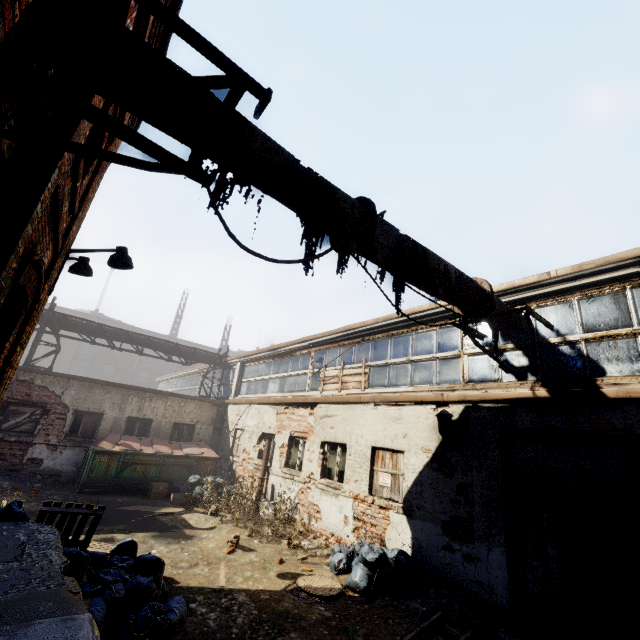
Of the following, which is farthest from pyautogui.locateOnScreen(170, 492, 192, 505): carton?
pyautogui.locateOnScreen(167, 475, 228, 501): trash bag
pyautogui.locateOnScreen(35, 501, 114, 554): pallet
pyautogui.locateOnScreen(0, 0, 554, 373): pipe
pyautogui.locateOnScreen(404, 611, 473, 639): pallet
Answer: pyautogui.locateOnScreen(404, 611, 473, 639): pallet

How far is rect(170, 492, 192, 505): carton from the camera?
10.9 meters

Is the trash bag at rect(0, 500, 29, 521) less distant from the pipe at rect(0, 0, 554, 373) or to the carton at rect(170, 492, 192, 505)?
the pipe at rect(0, 0, 554, 373)

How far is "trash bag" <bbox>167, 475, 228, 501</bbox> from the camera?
11.5 meters

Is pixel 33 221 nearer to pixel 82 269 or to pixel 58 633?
pixel 58 633

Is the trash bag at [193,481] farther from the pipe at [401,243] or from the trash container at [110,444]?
the pipe at [401,243]

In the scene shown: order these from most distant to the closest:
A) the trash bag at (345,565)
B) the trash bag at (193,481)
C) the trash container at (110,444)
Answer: the trash bag at (193,481) → the trash container at (110,444) → the trash bag at (345,565)

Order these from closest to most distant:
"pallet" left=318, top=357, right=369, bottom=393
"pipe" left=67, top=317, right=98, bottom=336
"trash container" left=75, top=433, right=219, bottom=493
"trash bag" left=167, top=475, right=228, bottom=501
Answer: "pallet" left=318, top=357, right=369, bottom=393, "trash container" left=75, top=433, right=219, bottom=493, "trash bag" left=167, top=475, right=228, bottom=501, "pipe" left=67, top=317, right=98, bottom=336
